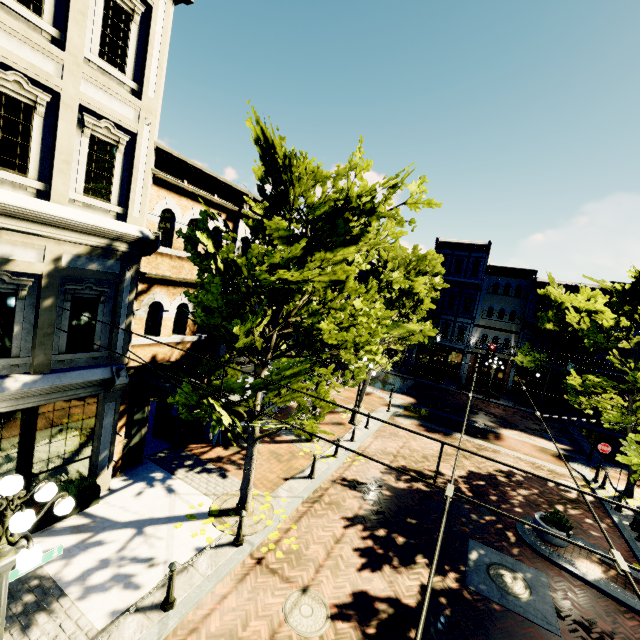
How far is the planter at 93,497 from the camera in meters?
7.4

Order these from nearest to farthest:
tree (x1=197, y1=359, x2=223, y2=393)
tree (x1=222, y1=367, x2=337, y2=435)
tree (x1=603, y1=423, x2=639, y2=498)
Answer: tree (x1=222, y1=367, x2=337, y2=435) < tree (x1=197, y1=359, x2=223, y2=393) < tree (x1=603, y1=423, x2=639, y2=498)

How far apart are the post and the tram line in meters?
7.1 m

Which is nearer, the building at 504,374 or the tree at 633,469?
the tree at 633,469

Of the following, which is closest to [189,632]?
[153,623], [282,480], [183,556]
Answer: [153,623]

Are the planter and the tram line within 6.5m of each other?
no

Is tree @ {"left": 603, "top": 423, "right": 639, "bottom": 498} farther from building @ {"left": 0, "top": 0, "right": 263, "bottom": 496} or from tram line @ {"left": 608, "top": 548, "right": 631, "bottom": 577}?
tram line @ {"left": 608, "top": 548, "right": 631, "bottom": 577}

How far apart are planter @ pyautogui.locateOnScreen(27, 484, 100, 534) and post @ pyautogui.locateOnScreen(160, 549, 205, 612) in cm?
358
